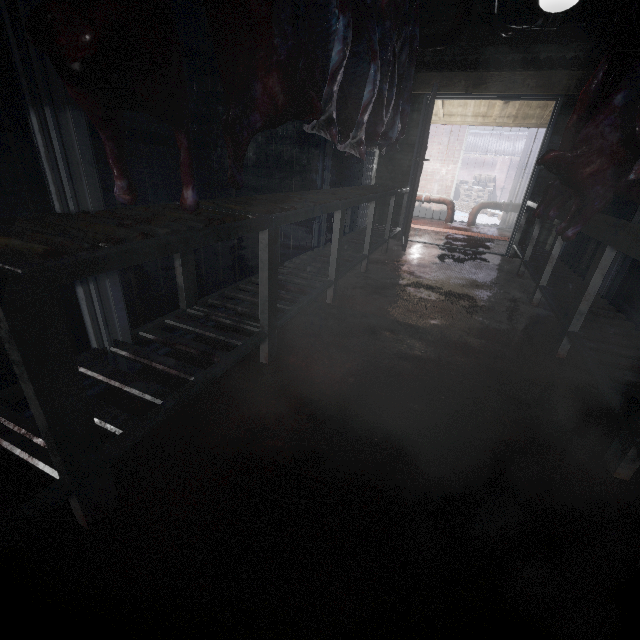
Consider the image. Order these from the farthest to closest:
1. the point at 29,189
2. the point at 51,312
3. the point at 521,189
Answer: the point at 521,189 → the point at 29,189 → the point at 51,312

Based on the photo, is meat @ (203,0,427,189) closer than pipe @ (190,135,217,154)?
Yes

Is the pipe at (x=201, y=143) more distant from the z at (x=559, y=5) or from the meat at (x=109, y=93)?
the z at (x=559, y=5)

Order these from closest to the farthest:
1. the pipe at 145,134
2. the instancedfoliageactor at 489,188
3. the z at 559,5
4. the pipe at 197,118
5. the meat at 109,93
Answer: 1. the meat at 109,93
2. the z at 559,5
3. the pipe at 145,134
4. the pipe at 197,118
5. the instancedfoliageactor at 489,188

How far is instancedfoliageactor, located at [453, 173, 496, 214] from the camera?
11.89m

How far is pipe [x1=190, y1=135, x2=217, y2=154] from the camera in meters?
5.3

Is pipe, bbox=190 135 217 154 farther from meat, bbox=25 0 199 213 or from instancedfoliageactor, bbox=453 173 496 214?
instancedfoliageactor, bbox=453 173 496 214

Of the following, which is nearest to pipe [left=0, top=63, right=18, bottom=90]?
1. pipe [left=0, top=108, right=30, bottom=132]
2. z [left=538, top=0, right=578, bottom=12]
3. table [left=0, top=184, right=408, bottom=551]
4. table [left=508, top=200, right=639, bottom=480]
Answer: pipe [left=0, top=108, right=30, bottom=132]
